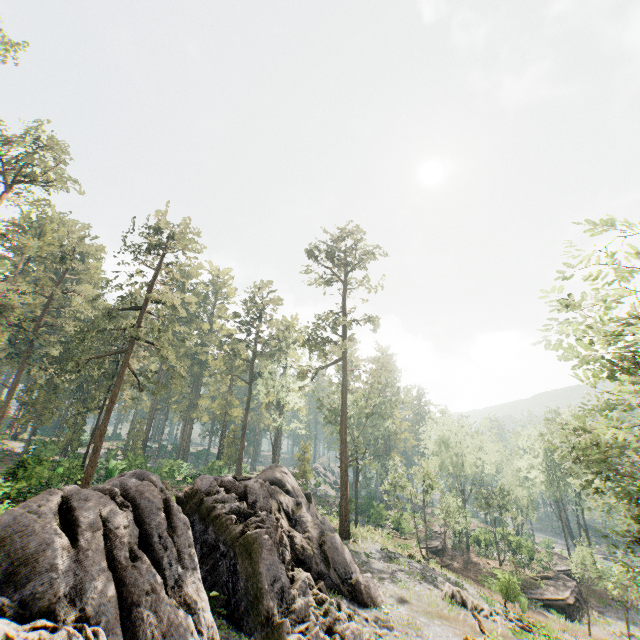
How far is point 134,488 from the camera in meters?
10.0

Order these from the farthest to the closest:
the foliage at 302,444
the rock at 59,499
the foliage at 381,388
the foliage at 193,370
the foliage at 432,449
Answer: the foliage at 302,444 < the foliage at 381,388 < the foliage at 432,449 < the foliage at 193,370 < the rock at 59,499

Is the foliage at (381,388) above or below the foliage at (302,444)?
above

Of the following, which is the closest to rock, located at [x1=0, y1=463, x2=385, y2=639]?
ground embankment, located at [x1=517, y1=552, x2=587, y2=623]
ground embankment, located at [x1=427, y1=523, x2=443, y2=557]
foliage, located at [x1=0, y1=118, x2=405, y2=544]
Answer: foliage, located at [x1=0, y1=118, x2=405, y2=544]

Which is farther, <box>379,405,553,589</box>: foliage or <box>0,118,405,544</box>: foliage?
<box>379,405,553,589</box>: foliage

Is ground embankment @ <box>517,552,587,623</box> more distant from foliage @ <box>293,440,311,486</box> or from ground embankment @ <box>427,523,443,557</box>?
ground embankment @ <box>427,523,443,557</box>
